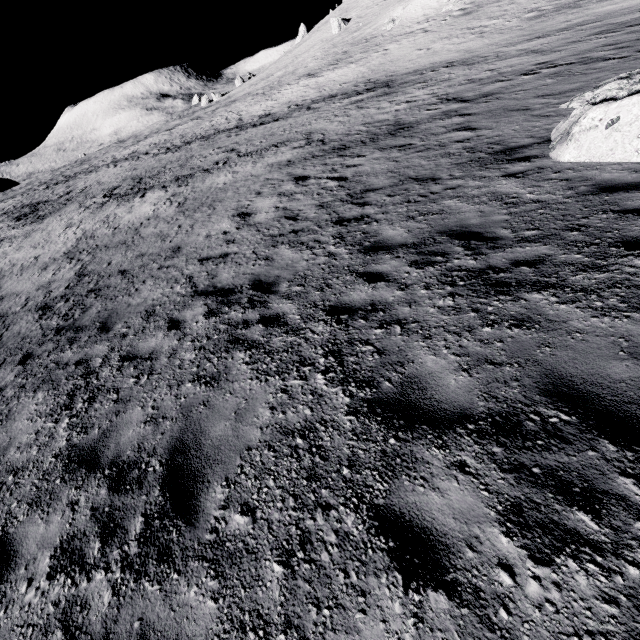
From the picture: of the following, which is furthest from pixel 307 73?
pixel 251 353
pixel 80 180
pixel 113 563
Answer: pixel 113 563
